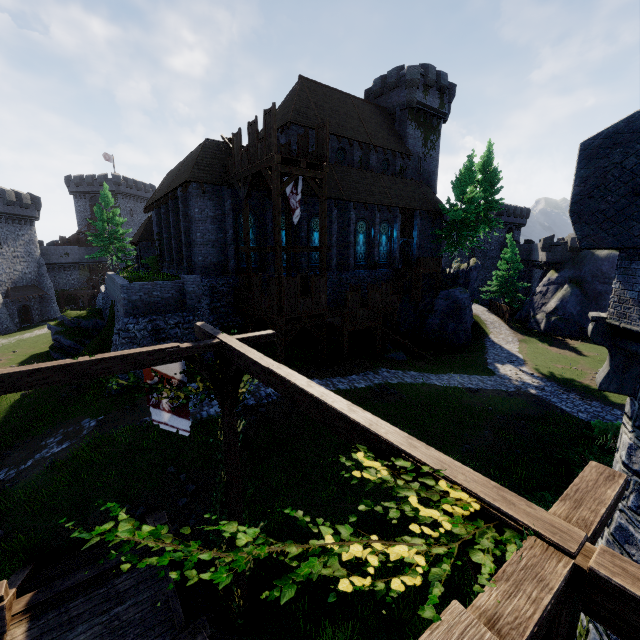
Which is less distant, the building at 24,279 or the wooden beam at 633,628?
the wooden beam at 633,628

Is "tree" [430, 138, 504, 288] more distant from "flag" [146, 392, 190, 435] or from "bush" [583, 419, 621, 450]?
"flag" [146, 392, 190, 435]

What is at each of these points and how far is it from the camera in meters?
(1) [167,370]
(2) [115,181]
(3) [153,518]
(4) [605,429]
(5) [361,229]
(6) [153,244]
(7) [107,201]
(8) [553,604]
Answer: (1) flag, 6.8
(2) building, 59.1
(3) stairs, 8.1
(4) bush, 16.4
(5) window glass, 29.0
(6) building, 40.4
(7) tree, 33.2
(8) wooden support, 1.7

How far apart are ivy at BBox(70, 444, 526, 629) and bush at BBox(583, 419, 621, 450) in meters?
16.3

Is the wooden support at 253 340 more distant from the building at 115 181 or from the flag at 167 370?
the building at 115 181

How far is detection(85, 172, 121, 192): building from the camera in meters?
59.1

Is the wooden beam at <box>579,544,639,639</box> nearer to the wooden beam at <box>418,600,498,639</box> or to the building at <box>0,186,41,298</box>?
the wooden beam at <box>418,600,498,639</box>

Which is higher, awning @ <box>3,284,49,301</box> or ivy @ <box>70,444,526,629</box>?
ivy @ <box>70,444,526,629</box>
